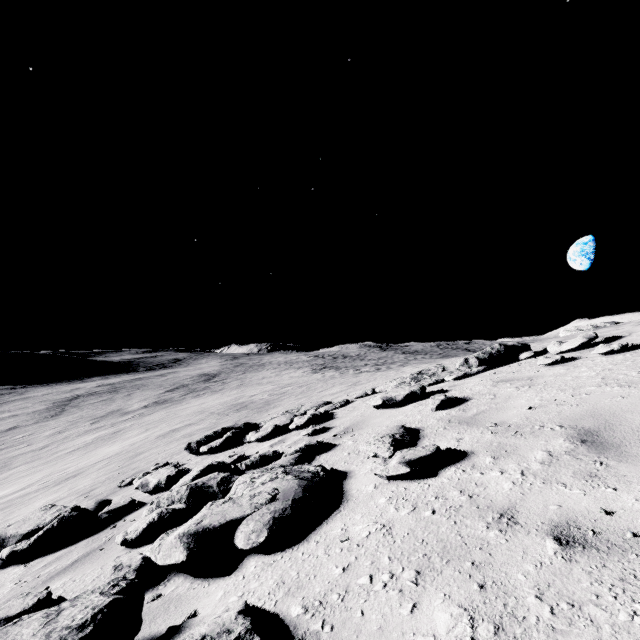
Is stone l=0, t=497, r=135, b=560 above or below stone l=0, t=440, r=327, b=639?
below

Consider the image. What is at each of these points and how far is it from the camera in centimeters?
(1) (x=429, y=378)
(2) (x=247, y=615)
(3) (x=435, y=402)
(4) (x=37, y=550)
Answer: (1) stone, 866cm
(2) stone, 185cm
(3) stone, 549cm
(4) stone, 494cm

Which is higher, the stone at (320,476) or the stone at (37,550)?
the stone at (320,476)

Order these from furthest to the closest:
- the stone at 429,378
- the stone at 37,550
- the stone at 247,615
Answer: the stone at 429,378
the stone at 37,550
the stone at 247,615

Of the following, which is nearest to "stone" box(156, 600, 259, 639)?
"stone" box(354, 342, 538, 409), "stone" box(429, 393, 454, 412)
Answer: "stone" box(429, 393, 454, 412)

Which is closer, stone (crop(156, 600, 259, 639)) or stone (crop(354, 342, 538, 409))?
stone (crop(156, 600, 259, 639))

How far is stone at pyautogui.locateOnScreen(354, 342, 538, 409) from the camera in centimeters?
692cm

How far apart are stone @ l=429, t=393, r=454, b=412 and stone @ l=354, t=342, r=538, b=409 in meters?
2.2
